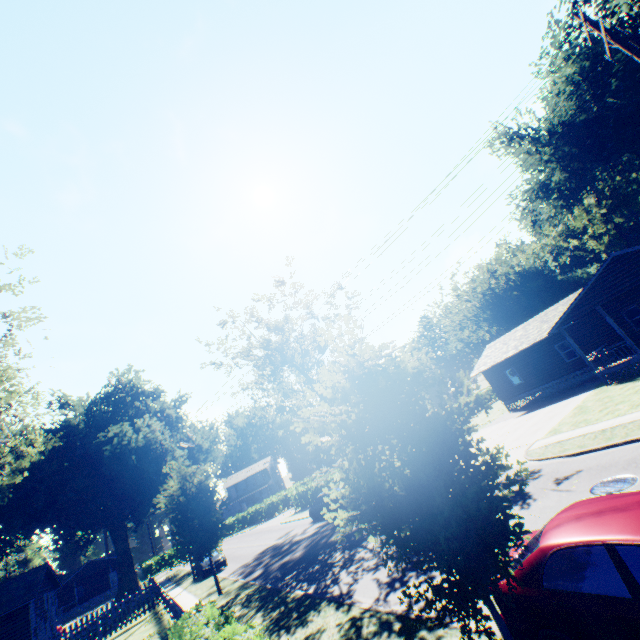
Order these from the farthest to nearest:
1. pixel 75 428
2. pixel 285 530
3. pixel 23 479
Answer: pixel 75 428 → pixel 23 479 → pixel 285 530

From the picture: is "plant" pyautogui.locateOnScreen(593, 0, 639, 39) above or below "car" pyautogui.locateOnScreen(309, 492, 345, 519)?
above

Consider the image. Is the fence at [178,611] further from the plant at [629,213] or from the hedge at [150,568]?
the hedge at [150,568]

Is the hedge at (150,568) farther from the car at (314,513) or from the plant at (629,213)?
the car at (314,513)

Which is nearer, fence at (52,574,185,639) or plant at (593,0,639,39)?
fence at (52,574,185,639)

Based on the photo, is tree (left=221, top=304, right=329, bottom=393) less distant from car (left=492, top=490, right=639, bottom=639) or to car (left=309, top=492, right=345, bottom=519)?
car (left=309, top=492, right=345, bottom=519)

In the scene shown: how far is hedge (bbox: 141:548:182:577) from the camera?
52.1m

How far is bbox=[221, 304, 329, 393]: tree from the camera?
32.9 meters
